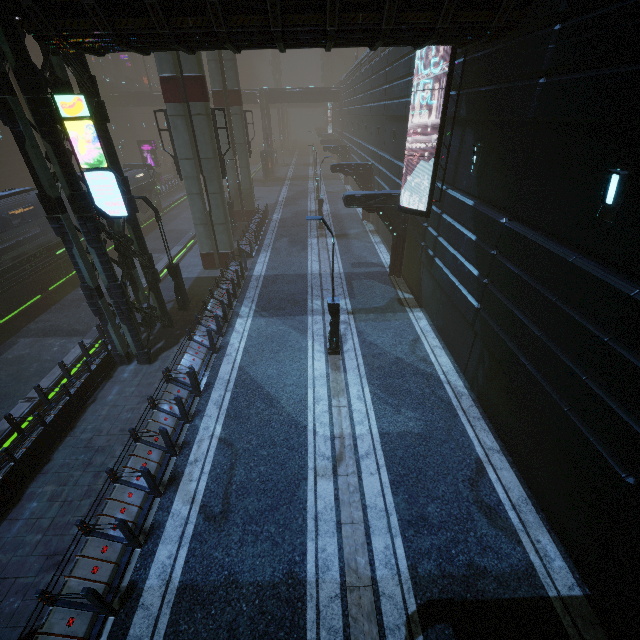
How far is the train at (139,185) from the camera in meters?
29.8

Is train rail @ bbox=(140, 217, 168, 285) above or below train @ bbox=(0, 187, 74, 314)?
below

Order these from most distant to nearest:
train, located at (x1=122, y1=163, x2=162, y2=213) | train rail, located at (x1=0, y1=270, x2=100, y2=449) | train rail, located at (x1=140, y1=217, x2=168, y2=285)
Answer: train, located at (x1=122, y1=163, x2=162, y2=213) → train rail, located at (x1=140, y1=217, x2=168, y2=285) → train rail, located at (x1=0, y1=270, x2=100, y2=449)

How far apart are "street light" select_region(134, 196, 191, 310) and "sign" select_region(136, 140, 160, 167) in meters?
35.2

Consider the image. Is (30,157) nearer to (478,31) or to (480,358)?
(478,31)

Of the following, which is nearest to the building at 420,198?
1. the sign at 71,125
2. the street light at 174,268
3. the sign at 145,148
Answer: the sign at 71,125

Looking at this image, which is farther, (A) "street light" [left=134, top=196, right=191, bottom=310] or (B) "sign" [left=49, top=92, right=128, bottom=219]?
(A) "street light" [left=134, top=196, right=191, bottom=310]

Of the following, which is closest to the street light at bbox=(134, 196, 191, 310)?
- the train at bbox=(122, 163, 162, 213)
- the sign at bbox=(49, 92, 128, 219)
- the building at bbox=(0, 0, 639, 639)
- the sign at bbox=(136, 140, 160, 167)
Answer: the building at bbox=(0, 0, 639, 639)
